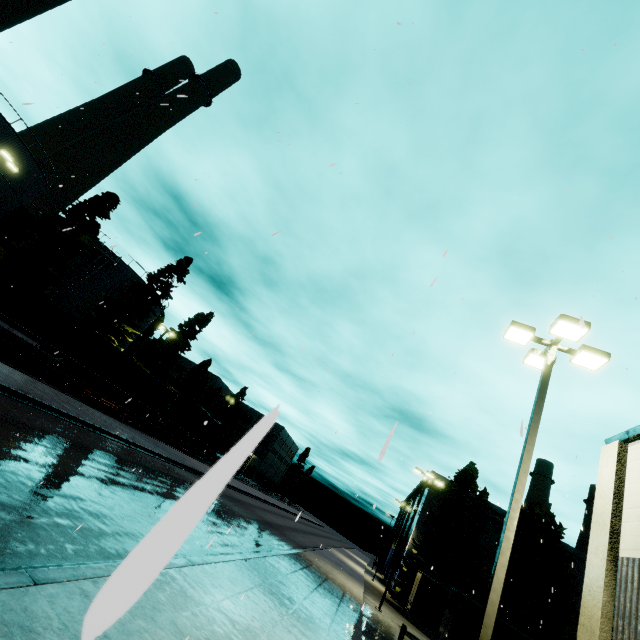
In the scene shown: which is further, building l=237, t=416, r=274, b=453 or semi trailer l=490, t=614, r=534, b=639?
semi trailer l=490, t=614, r=534, b=639

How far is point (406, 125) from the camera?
9.60m

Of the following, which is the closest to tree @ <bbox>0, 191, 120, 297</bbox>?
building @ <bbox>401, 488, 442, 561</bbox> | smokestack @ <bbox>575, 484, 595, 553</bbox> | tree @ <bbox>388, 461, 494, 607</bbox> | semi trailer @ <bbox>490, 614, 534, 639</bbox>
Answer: tree @ <bbox>388, 461, 494, 607</bbox>

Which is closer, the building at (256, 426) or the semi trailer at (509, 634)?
the building at (256, 426)

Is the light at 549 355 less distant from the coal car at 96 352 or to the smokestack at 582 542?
the coal car at 96 352

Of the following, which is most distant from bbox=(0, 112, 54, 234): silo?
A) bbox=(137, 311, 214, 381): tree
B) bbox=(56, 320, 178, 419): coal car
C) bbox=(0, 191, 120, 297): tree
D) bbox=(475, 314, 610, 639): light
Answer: bbox=(475, 314, 610, 639): light

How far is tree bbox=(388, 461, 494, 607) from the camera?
28.7m

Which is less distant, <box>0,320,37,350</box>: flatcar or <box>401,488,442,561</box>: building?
<box>0,320,37,350</box>: flatcar
